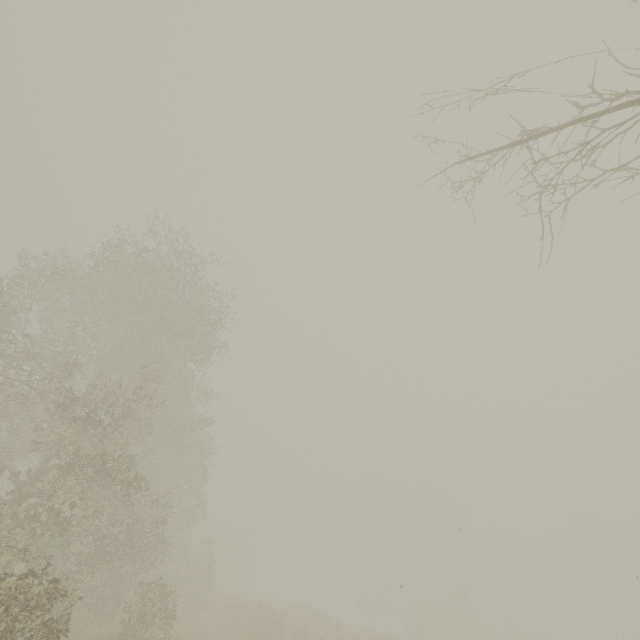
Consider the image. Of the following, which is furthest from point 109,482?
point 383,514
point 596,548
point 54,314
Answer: point 596,548
